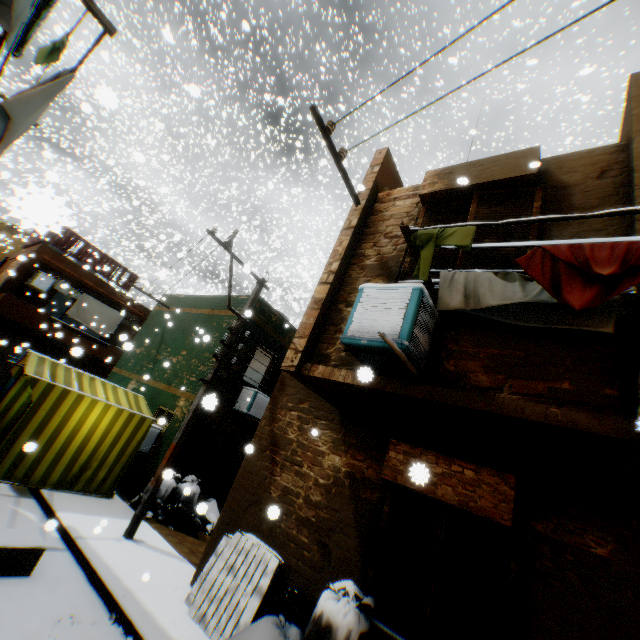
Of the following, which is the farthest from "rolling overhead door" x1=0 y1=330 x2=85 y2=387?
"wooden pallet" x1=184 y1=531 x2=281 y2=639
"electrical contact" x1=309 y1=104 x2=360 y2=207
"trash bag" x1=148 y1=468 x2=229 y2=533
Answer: "electrical contact" x1=309 y1=104 x2=360 y2=207

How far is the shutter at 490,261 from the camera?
3.9m

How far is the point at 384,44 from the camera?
30.83m

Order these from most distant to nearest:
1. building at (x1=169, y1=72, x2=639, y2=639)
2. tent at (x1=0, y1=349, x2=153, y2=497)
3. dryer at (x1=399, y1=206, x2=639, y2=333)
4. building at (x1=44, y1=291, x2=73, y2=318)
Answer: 1. building at (x1=44, y1=291, x2=73, y2=318)
2. tent at (x1=0, y1=349, x2=153, y2=497)
3. building at (x1=169, y1=72, x2=639, y2=639)
4. dryer at (x1=399, y1=206, x2=639, y2=333)

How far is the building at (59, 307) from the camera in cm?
2311

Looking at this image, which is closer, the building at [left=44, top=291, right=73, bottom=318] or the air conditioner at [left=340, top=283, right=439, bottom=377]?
the air conditioner at [left=340, top=283, right=439, bottom=377]

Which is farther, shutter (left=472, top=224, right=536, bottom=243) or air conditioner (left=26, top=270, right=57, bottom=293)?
air conditioner (left=26, top=270, right=57, bottom=293)

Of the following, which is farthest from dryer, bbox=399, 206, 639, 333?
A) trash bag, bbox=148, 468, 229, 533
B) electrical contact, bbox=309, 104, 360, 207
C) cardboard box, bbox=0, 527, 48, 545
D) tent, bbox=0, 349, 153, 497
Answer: electrical contact, bbox=309, 104, 360, 207
